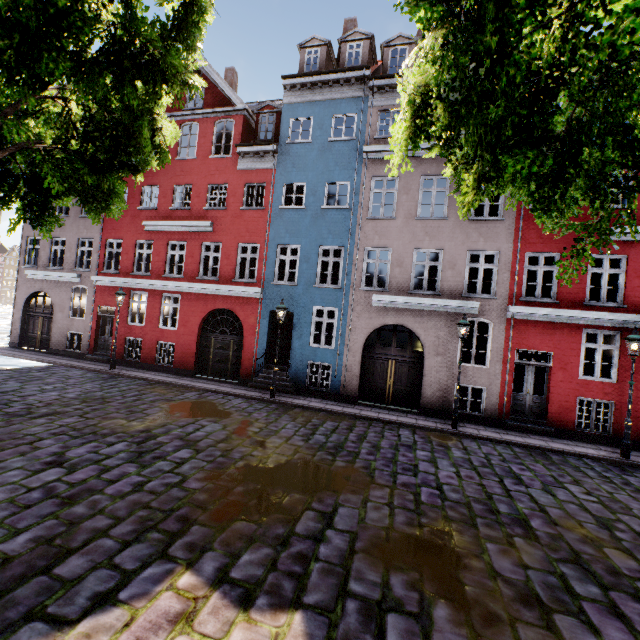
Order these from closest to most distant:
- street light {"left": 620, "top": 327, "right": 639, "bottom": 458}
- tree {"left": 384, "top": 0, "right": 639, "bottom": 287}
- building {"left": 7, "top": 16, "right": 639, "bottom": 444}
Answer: tree {"left": 384, "top": 0, "right": 639, "bottom": 287}, street light {"left": 620, "top": 327, "right": 639, "bottom": 458}, building {"left": 7, "top": 16, "right": 639, "bottom": 444}

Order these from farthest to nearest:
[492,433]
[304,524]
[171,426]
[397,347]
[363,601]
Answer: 1. [397,347]
2. [492,433]
3. [171,426]
4. [304,524]
5. [363,601]

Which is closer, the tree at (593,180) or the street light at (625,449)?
the tree at (593,180)

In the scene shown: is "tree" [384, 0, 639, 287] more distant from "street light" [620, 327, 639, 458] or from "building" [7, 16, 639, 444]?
"street light" [620, 327, 639, 458]

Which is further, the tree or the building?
the building

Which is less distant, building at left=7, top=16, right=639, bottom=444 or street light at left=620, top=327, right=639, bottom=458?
street light at left=620, top=327, right=639, bottom=458

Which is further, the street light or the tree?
the street light

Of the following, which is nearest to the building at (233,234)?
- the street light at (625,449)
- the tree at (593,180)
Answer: the street light at (625,449)
